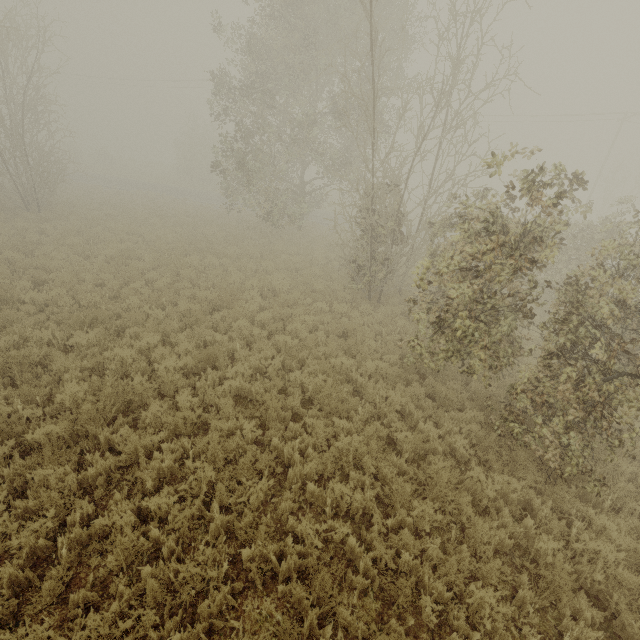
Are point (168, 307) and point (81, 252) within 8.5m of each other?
yes
